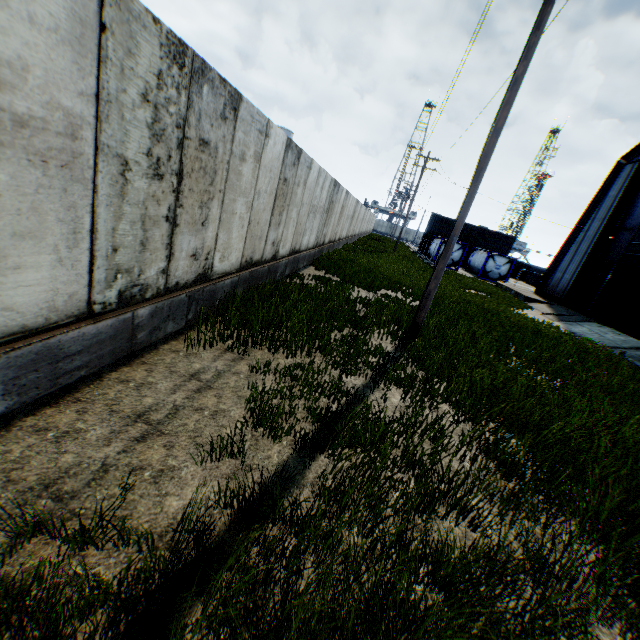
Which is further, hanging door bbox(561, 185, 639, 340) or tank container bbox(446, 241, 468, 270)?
tank container bbox(446, 241, 468, 270)

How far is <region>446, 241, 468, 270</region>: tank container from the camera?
34.8m

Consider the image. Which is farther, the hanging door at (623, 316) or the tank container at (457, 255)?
→ the tank container at (457, 255)

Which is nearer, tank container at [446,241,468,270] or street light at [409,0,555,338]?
street light at [409,0,555,338]

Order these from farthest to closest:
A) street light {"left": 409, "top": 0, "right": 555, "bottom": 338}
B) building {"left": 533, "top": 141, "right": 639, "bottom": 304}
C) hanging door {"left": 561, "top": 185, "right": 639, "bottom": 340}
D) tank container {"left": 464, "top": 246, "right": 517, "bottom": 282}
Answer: tank container {"left": 464, "top": 246, "right": 517, "bottom": 282} → building {"left": 533, "top": 141, "right": 639, "bottom": 304} → hanging door {"left": 561, "top": 185, "right": 639, "bottom": 340} → street light {"left": 409, "top": 0, "right": 555, "bottom": 338}

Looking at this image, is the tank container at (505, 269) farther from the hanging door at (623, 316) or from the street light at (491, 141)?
the street light at (491, 141)

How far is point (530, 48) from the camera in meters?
6.4
